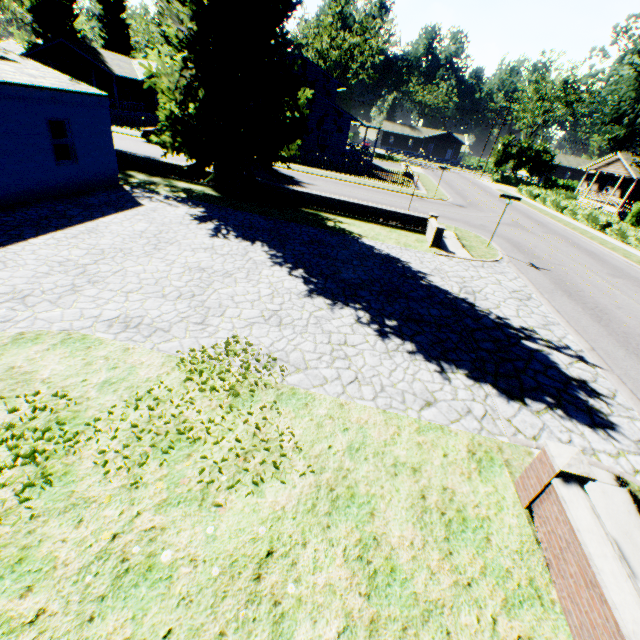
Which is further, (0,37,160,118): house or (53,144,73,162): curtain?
(0,37,160,118): house

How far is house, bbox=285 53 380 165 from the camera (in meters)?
32.81

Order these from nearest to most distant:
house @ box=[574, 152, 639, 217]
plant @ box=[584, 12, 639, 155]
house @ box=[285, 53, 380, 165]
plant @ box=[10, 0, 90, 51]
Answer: plant @ box=[584, 12, 639, 155] → house @ box=[285, 53, 380, 165] → house @ box=[574, 152, 639, 217] → plant @ box=[10, 0, 90, 51]

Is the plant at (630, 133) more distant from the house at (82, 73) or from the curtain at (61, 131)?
the curtain at (61, 131)

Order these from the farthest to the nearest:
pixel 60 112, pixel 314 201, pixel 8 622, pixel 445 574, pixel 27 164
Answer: pixel 314 201
pixel 60 112
pixel 27 164
pixel 445 574
pixel 8 622

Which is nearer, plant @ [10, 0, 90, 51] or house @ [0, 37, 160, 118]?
house @ [0, 37, 160, 118]

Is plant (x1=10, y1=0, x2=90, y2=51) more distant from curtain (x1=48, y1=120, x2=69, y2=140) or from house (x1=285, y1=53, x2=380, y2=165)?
curtain (x1=48, y1=120, x2=69, y2=140)

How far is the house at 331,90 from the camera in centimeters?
3281cm
